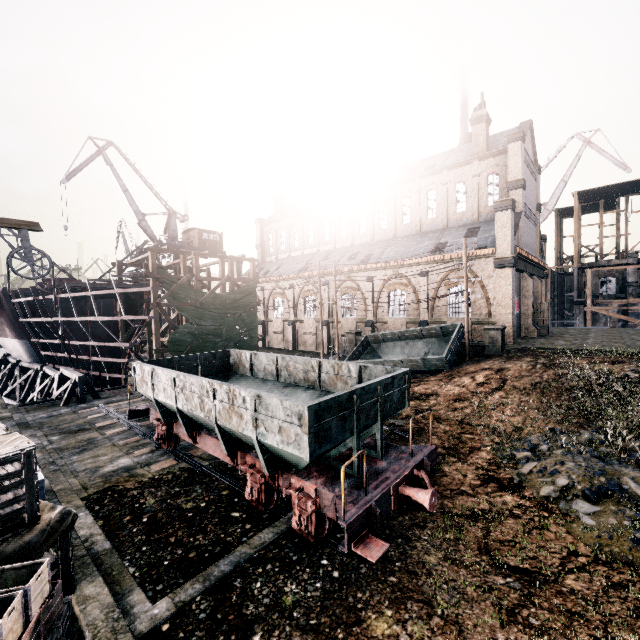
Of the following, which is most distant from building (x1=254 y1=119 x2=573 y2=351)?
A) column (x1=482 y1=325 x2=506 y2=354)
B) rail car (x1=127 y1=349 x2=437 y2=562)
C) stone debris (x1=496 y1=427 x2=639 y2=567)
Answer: stone debris (x1=496 y1=427 x2=639 y2=567)

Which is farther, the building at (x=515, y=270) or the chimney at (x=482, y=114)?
the chimney at (x=482, y=114)

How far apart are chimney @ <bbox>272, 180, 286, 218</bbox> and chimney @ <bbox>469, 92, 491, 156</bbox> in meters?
28.5 m

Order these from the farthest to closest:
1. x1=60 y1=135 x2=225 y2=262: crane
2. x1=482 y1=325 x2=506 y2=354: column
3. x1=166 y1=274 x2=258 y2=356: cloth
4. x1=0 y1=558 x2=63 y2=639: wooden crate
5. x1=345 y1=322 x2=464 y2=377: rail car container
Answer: x1=60 y1=135 x2=225 y2=262: crane → x1=166 y1=274 x2=258 y2=356: cloth → x1=482 y1=325 x2=506 y2=354: column → x1=345 y1=322 x2=464 y2=377: rail car container → x1=0 y1=558 x2=63 y2=639: wooden crate

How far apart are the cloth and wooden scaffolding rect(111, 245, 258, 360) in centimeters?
1cm

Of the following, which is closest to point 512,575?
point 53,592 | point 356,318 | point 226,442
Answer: point 226,442

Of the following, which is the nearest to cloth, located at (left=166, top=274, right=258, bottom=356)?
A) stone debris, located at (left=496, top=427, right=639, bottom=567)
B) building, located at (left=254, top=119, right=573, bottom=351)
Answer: building, located at (left=254, top=119, right=573, bottom=351)

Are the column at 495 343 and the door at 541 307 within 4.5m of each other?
no
